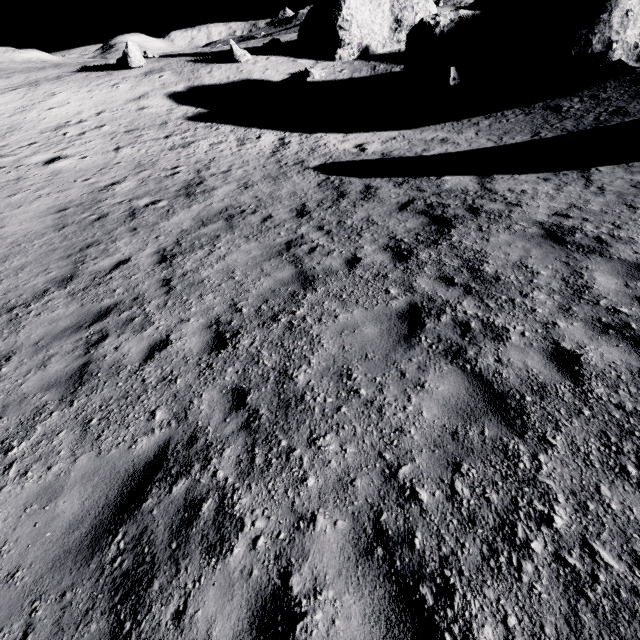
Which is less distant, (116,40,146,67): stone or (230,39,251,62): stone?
(116,40,146,67): stone

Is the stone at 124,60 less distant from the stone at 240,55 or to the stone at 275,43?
the stone at 240,55

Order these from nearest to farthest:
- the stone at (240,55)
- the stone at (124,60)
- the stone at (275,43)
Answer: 1. the stone at (124,60)
2. the stone at (240,55)
3. the stone at (275,43)

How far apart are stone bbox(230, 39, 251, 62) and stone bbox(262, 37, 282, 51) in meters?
3.0 m

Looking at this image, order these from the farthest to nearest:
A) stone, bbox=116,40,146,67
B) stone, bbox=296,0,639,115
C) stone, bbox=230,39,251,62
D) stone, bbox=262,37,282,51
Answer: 1. stone, bbox=262,37,282,51
2. stone, bbox=230,39,251,62
3. stone, bbox=116,40,146,67
4. stone, bbox=296,0,639,115

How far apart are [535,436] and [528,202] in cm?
756

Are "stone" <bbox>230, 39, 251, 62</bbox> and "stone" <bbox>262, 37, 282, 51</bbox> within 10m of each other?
yes

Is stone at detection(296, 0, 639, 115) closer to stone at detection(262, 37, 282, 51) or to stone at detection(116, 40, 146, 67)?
stone at detection(262, 37, 282, 51)
